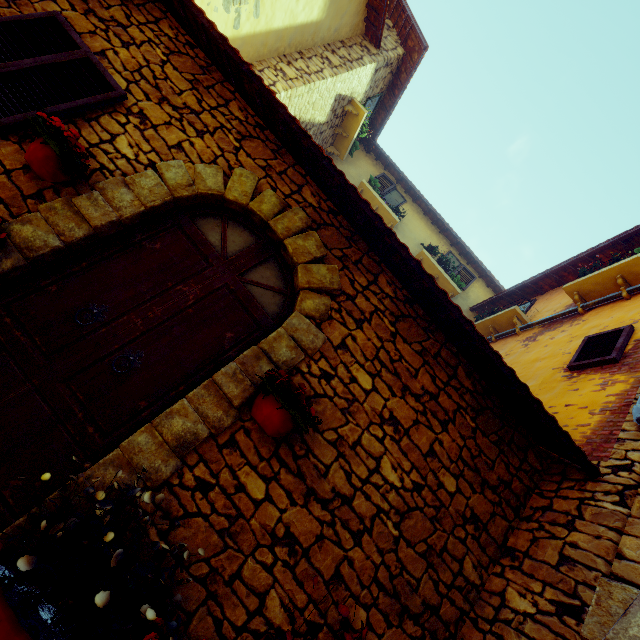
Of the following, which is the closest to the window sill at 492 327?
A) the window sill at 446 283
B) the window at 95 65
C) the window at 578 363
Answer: the window at 578 363

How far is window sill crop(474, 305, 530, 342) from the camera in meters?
6.5

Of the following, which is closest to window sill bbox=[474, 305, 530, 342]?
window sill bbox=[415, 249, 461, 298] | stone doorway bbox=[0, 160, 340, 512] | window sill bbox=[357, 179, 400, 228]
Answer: window sill bbox=[415, 249, 461, 298]

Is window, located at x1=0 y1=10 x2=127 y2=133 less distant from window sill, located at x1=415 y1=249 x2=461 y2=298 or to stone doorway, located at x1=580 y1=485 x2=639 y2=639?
stone doorway, located at x1=580 y1=485 x2=639 y2=639

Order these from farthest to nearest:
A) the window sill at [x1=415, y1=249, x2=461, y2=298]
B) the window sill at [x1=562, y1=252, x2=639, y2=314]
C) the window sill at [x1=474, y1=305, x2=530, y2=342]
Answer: the window sill at [x1=415, y1=249, x2=461, y2=298]
the window sill at [x1=474, y1=305, x2=530, y2=342]
the window sill at [x1=562, y1=252, x2=639, y2=314]

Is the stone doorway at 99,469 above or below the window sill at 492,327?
below

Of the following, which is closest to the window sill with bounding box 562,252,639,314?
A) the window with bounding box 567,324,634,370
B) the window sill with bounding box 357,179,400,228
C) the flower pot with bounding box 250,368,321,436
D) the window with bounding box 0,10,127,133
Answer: the window with bounding box 567,324,634,370

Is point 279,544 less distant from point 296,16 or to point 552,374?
point 552,374
